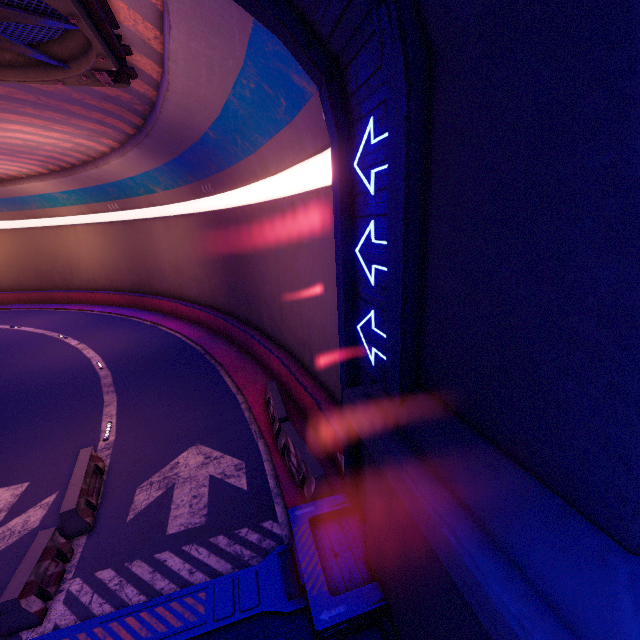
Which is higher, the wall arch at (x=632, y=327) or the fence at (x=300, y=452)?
the wall arch at (x=632, y=327)

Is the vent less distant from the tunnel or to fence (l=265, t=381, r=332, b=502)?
the tunnel

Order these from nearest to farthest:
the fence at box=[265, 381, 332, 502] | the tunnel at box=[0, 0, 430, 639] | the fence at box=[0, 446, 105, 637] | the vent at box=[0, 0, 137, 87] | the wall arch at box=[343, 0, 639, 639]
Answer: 1. the wall arch at box=[343, 0, 639, 639]
2. the tunnel at box=[0, 0, 430, 639]
3. the fence at box=[0, 446, 105, 637]
4. the vent at box=[0, 0, 137, 87]
5. the fence at box=[265, 381, 332, 502]

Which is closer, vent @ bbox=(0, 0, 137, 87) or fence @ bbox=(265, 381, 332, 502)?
vent @ bbox=(0, 0, 137, 87)

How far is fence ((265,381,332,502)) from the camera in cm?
791

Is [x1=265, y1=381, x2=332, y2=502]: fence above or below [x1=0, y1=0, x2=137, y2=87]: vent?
below

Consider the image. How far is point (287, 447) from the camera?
9.4 meters

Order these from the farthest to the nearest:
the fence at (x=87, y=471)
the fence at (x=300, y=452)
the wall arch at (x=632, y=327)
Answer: the fence at (x=300, y=452)
the fence at (x=87, y=471)
the wall arch at (x=632, y=327)
